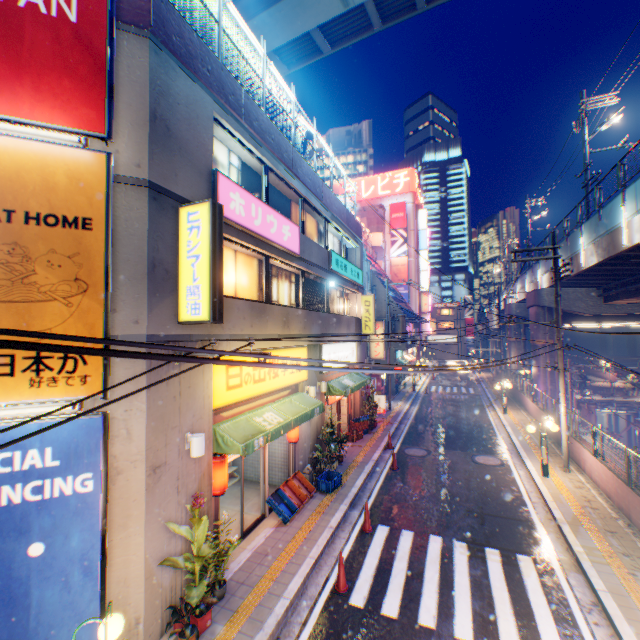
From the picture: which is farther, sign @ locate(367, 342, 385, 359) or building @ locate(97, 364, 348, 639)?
sign @ locate(367, 342, 385, 359)

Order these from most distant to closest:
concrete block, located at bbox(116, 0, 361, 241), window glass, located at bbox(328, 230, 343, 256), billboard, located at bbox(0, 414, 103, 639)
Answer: window glass, located at bbox(328, 230, 343, 256) → concrete block, located at bbox(116, 0, 361, 241) → billboard, located at bbox(0, 414, 103, 639)

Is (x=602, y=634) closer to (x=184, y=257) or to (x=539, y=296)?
(x=184, y=257)

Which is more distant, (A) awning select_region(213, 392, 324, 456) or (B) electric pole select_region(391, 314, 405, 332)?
(B) electric pole select_region(391, 314, 405, 332)

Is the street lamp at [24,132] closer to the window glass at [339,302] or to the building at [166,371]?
the building at [166,371]

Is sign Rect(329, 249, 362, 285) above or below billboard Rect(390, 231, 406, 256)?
below

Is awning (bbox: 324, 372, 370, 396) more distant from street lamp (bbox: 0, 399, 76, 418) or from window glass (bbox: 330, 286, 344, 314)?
street lamp (bbox: 0, 399, 76, 418)

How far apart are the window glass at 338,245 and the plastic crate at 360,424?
8.69m
